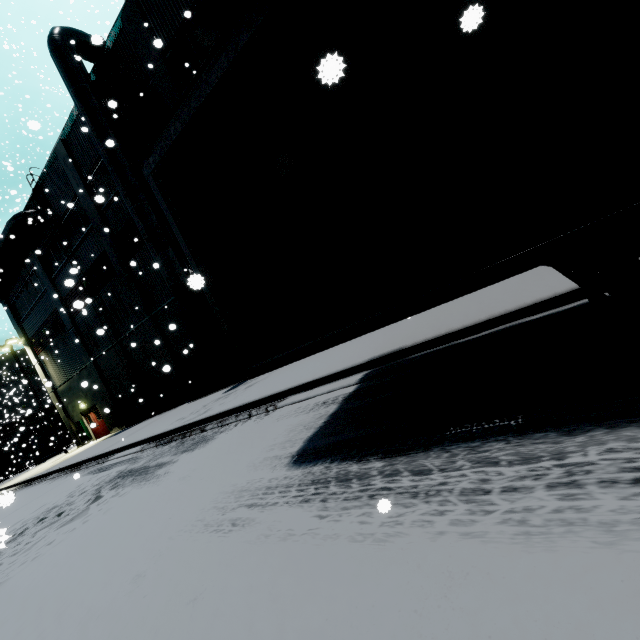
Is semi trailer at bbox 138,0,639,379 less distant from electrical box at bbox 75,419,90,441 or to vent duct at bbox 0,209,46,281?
vent duct at bbox 0,209,46,281

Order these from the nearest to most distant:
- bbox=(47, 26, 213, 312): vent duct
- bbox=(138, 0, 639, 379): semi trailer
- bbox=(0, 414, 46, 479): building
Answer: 1. bbox=(138, 0, 639, 379): semi trailer
2. bbox=(47, 26, 213, 312): vent duct
3. bbox=(0, 414, 46, 479): building

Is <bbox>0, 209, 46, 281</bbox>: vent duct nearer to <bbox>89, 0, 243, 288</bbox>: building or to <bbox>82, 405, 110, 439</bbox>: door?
<bbox>89, 0, 243, 288</bbox>: building

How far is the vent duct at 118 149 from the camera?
12.2m

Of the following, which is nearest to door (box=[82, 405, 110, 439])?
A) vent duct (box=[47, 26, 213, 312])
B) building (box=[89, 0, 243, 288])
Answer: building (box=[89, 0, 243, 288])

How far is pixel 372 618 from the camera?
1.62m

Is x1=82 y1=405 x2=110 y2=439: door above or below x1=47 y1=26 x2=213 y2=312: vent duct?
below

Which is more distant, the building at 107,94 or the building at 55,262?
the building at 55,262
